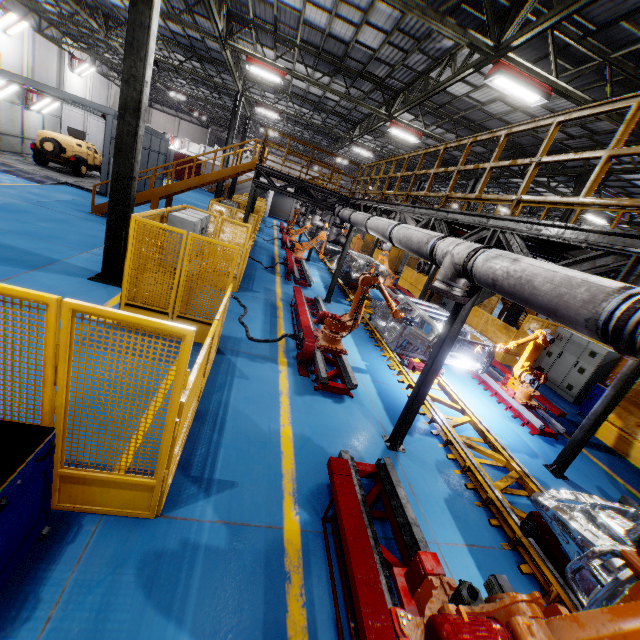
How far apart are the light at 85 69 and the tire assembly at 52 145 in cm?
1411

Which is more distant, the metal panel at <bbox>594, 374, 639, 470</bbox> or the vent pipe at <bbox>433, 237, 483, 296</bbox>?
the metal panel at <bbox>594, 374, 639, 470</bbox>

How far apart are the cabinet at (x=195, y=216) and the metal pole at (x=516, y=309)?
13.1 meters

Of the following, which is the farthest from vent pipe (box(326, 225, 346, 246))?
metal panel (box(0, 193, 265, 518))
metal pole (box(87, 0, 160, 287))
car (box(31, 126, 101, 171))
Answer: car (box(31, 126, 101, 171))

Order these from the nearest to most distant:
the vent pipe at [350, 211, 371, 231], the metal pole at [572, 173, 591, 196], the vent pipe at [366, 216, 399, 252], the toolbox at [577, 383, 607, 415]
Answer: the vent pipe at [366, 216, 399, 252], the vent pipe at [350, 211, 371, 231], the toolbox at [577, 383, 607, 415], the metal pole at [572, 173, 591, 196]

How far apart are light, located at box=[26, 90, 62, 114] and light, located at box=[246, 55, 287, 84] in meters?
17.0 m

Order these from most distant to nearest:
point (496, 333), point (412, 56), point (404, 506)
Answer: point (496, 333) → point (412, 56) → point (404, 506)

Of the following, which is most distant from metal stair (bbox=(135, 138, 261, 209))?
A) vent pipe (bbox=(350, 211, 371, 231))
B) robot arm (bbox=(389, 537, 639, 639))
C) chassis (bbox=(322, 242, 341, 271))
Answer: robot arm (bbox=(389, 537, 639, 639))
